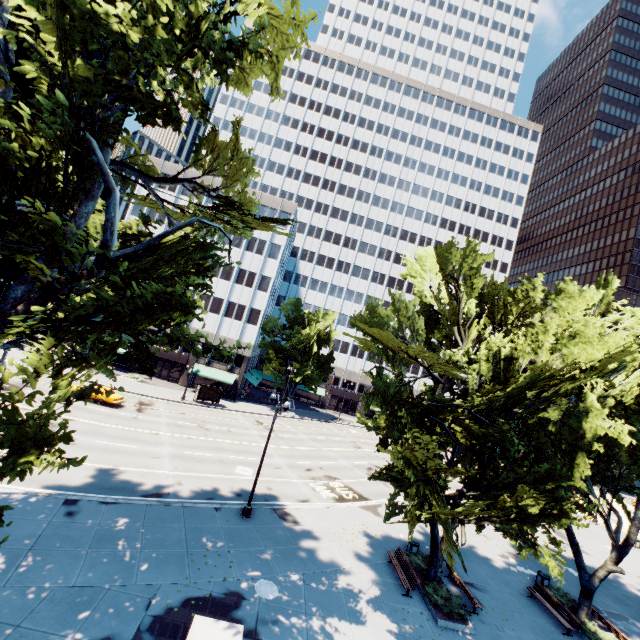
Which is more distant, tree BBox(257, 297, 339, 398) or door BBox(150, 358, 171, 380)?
tree BBox(257, 297, 339, 398)

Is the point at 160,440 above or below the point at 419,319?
below

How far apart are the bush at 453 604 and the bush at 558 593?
8.0m

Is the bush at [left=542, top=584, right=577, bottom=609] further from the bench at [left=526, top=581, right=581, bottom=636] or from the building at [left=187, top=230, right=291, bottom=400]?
the building at [left=187, top=230, right=291, bottom=400]

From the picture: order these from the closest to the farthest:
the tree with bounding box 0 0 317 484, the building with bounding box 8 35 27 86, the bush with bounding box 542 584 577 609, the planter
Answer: the tree with bounding box 0 0 317 484
the planter
the bush with bounding box 542 584 577 609
the building with bounding box 8 35 27 86

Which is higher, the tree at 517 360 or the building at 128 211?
the building at 128 211

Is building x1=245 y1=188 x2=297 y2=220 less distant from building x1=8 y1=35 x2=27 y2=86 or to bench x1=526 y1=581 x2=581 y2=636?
building x1=8 y1=35 x2=27 y2=86

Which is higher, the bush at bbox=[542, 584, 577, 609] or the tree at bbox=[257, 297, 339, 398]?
the tree at bbox=[257, 297, 339, 398]
